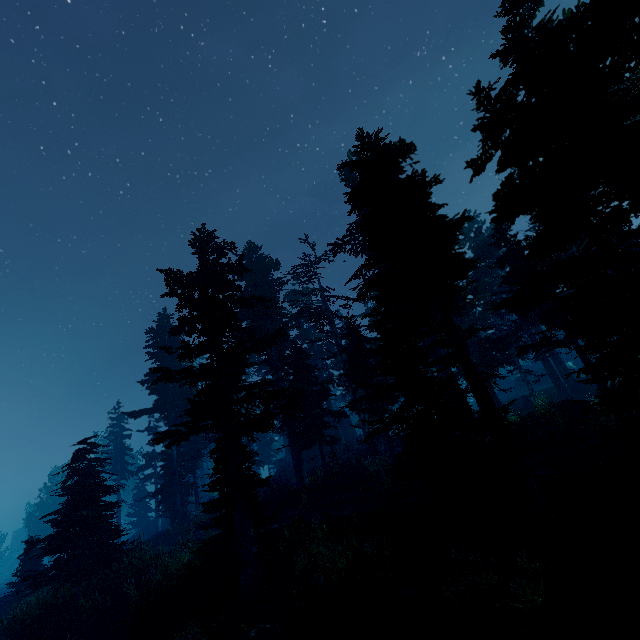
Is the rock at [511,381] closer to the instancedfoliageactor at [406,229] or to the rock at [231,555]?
the instancedfoliageactor at [406,229]

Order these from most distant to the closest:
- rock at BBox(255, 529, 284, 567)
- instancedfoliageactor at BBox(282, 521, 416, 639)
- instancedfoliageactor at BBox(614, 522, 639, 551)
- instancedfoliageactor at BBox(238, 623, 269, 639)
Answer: rock at BBox(255, 529, 284, 567), instancedfoliageactor at BBox(238, 623, 269, 639), instancedfoliageactor at BBox(282, 521, 416, 639), instancedfoliageactor at BBox(614, 522, 639, 551)

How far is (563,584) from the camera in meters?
7.5 m

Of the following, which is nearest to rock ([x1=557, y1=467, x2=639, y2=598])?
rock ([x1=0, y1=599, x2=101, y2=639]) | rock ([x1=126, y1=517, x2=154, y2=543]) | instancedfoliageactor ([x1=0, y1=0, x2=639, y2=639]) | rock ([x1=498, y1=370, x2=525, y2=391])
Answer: instancedfoliageactor ([x1=0, y1=0, x2=639, y2=639])

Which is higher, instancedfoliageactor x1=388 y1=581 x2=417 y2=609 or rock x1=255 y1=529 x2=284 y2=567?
rock x1=255 y1=529 x2=284 y2=567

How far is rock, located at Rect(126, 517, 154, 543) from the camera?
39.6m

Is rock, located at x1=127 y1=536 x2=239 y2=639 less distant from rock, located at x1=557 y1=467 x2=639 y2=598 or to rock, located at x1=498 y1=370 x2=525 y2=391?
rock, located at x1=557 y1=467 x2=639 y2=598

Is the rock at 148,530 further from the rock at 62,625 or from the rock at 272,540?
the rock at 272,540
